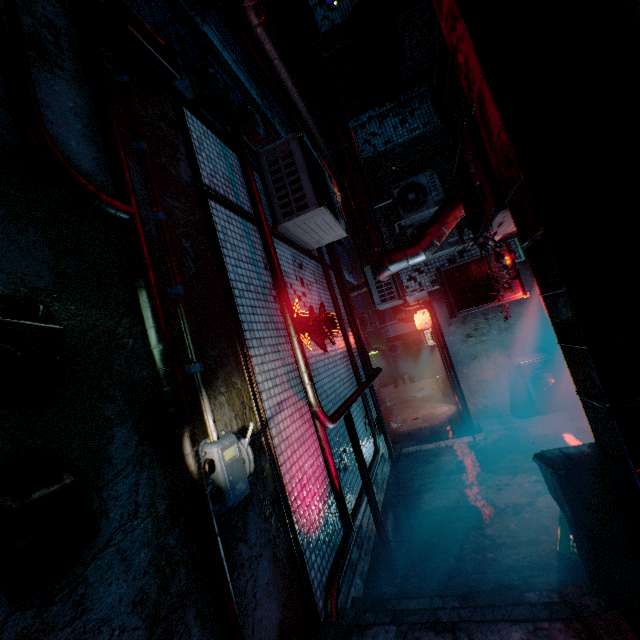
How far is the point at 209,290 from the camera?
2.12m

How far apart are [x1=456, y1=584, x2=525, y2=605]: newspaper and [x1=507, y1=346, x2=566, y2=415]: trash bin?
3.9m

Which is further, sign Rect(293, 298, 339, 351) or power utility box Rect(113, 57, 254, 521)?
sign Rect(293, 298, 339, 351)

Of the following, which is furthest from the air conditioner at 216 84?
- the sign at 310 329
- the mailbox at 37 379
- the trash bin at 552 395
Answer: the trash bin at 552 395

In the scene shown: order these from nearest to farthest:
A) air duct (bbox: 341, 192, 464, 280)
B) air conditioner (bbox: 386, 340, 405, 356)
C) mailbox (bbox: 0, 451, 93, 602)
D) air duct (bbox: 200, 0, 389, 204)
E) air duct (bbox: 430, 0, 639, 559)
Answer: mailbox (bbox: 0, 451, 93, 602) < air duct (bbox: 430, 0, 639, 559) < air duct (bbox: 200, 0, 389, 204) < air duct (bbox: 341, 192, 464, 280) < air conditioner (bbox: 386, 340, 405, 356)

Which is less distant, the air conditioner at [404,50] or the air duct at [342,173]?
the air duct at [342,173]

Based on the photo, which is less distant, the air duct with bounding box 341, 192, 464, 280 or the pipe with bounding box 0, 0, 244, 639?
the pipe with bounding box 0, 0, 244, 639

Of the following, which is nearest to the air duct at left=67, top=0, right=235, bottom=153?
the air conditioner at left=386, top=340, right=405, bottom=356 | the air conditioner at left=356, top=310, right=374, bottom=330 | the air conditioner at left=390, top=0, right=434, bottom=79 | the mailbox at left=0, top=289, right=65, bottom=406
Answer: the mailbox at left=0, top=289, right=65, bottom=406
